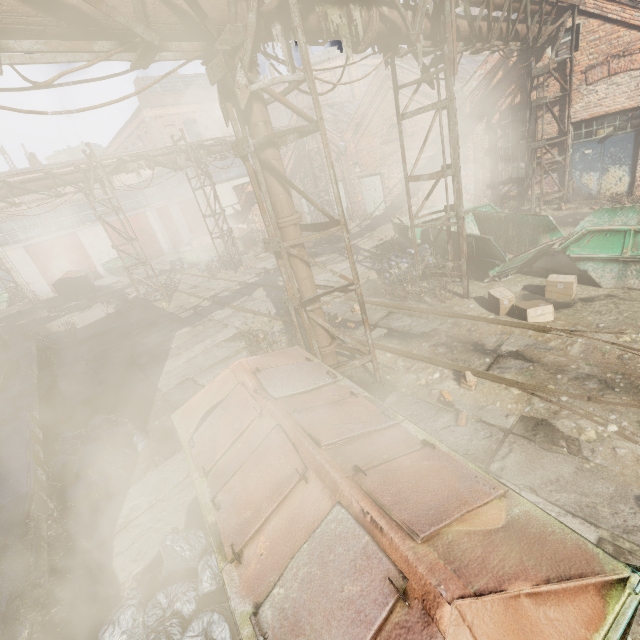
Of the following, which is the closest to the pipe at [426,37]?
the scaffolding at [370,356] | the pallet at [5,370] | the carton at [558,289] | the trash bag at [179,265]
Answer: the scaffolding at [370,356]

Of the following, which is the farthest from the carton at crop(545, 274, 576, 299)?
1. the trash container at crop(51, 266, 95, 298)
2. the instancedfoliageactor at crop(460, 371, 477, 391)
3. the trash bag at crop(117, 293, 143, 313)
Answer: the trash container at crop(51, 266, 95, 298)

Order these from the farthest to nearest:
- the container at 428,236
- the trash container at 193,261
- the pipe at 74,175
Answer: the trash container at 193,261
the pipe at 74,175
the container at 428,236

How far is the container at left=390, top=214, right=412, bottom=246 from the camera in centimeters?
1139cm

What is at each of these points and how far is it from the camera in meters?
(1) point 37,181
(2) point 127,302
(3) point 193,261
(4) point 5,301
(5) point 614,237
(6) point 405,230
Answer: (1) pipe, 11.9
(2) trash bag, 15.7
(3) trash container, 21.7
(4) container, 27.8
(5) container, 6.8
(6) container, 11.6

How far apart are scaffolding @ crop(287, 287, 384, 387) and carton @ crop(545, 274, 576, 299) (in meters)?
4.64

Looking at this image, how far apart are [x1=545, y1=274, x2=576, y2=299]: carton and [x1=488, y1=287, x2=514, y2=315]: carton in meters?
0.7

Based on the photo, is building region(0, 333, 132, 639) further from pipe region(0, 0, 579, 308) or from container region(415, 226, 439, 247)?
container region(415, 226, 439, 247)
